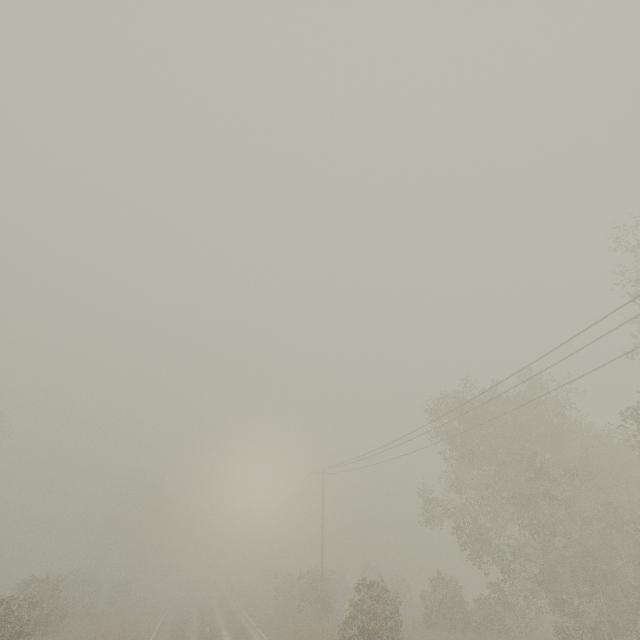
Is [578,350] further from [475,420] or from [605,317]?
[475,420]
